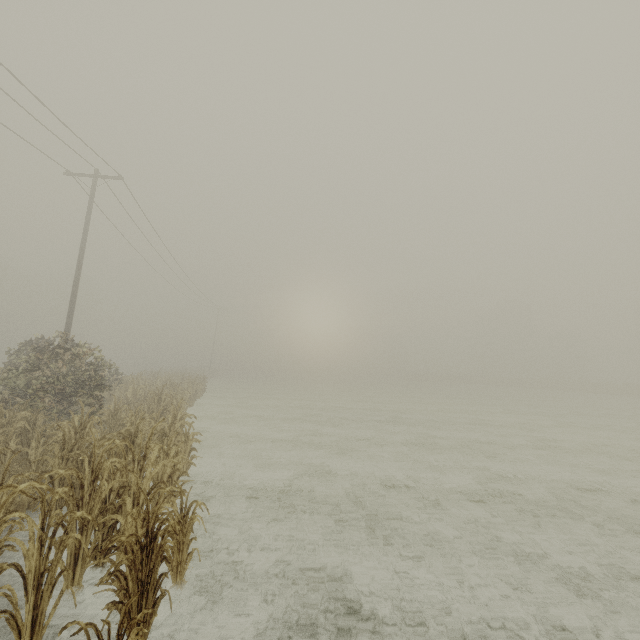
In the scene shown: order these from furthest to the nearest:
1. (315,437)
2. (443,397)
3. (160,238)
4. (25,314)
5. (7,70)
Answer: (25,314) → (443,397) → (160,238) → (315,437) → (7,70)
